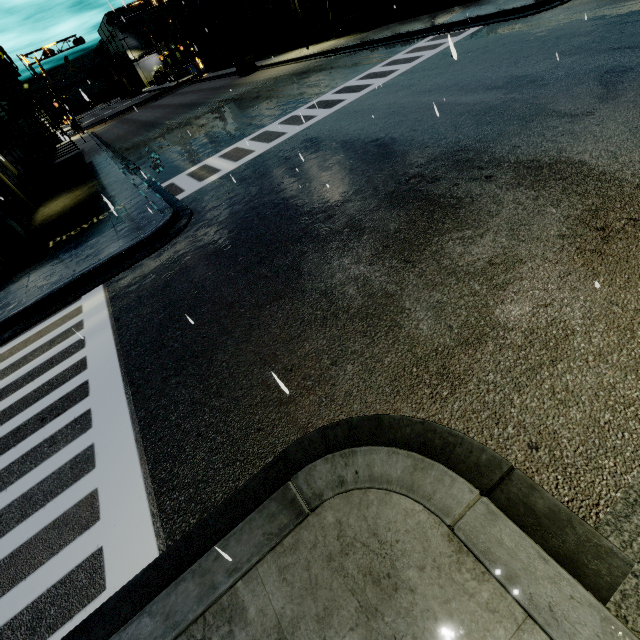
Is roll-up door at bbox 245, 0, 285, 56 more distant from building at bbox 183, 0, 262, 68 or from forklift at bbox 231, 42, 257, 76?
forklift at bbox 231, 42, 257, 76

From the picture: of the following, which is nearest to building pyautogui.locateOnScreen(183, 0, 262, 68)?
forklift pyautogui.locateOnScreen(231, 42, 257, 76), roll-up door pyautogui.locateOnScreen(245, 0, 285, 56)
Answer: roll-up door pyautogui.locateOnScreen(245, 0, 285, 56)

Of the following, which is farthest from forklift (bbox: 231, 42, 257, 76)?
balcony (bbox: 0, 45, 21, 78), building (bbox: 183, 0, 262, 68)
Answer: balcony (bbox: 0, 45, 21, 78)

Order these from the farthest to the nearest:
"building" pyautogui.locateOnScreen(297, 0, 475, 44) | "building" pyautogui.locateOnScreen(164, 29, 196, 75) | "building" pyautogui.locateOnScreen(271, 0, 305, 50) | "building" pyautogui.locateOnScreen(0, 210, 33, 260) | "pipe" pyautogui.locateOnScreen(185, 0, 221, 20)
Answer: "building" pyautogui.locateOnScreen(164, 29, 196, 75)
"pipe" pyautogui.locateOnScreen(185, 0, 221, 20)
"building" pyautogui.locateOnScreen(271, 0, 305, 50)
"building" pyautogui.locateOnScreen(297, 0, 475, 44)
"building" pyautogui.locateOnScreen(0, 210, 33, 260)

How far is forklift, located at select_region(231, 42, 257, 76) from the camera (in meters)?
28.31

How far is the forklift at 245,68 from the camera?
28.3m

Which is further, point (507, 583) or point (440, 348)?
point (440, 348)

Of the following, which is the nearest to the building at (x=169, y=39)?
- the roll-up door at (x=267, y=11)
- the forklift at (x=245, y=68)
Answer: the roll-up door at (x=267, y=11)
